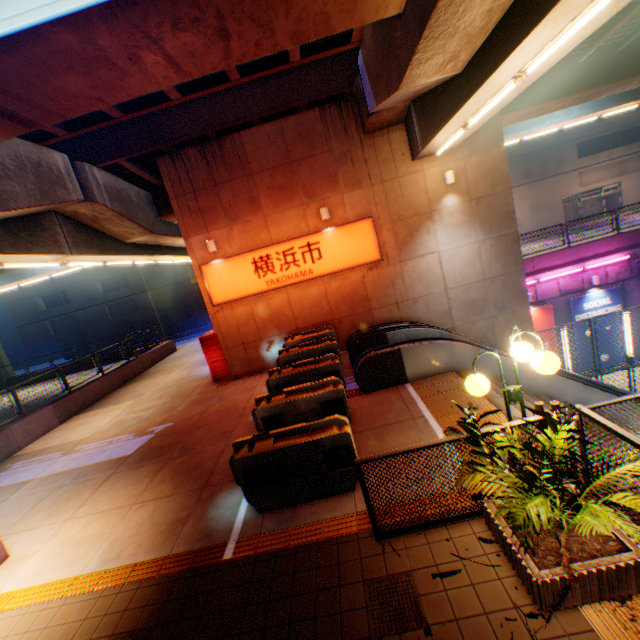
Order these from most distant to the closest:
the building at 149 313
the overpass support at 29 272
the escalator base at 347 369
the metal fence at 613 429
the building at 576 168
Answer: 1. the building at 149 313
2. the building at 576 168
3. the overpass support at 29 272
4. the escalator base at 347 369
5. the metal fence at 613 429

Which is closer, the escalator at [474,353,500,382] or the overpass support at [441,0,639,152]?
the overpass support at [441,0,639,152]

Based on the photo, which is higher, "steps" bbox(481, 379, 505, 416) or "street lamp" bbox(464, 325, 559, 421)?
"street lamp" bbox(464, 325, 559, 421)

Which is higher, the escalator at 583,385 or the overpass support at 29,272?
the overpass support at 29,272

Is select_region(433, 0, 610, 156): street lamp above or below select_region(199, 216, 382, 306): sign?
above

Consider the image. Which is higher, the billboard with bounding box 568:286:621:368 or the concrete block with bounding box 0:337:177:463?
the concrete block with bounding box 0:337:177:463

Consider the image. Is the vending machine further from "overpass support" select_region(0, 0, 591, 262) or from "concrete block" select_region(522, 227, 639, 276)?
"concrete block" select_region(522, 227, 639, 276)

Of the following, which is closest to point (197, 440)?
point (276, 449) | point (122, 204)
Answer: point (276, 449)
